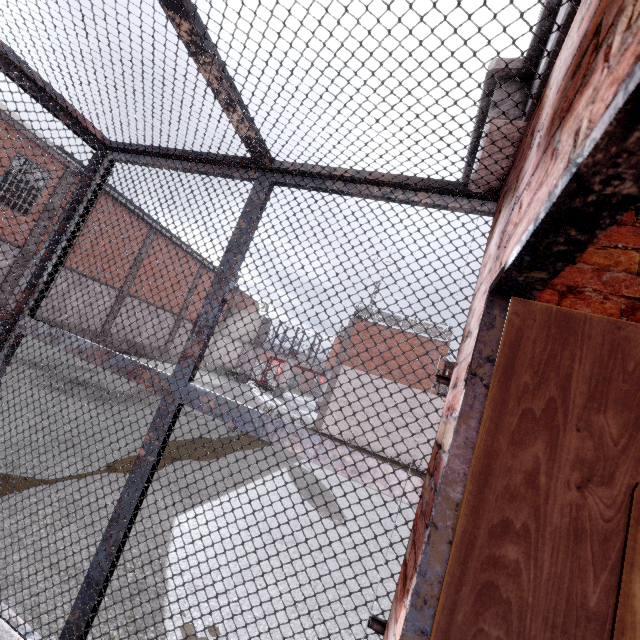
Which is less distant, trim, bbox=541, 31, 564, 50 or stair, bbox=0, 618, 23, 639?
trim, bbox=541, 31, 564, 50

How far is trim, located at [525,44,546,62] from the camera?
1.16m

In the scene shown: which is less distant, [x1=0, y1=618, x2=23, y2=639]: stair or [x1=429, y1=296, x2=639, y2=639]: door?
[x1=429, y1=296, x2=639, y2=639]: door

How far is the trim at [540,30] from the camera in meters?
1.1

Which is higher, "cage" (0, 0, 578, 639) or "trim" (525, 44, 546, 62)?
"trim" (525, 44, 546, 62)

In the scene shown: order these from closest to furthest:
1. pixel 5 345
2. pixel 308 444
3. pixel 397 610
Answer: pixel 397 610, pixel 308 444, pixel 5 345
